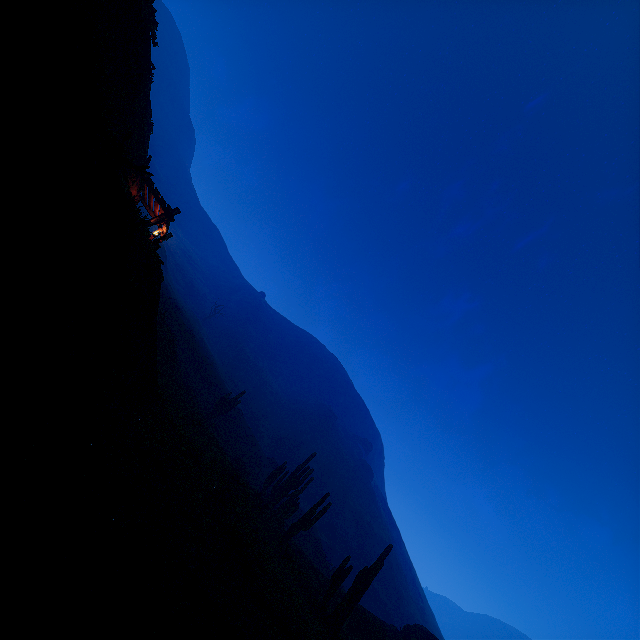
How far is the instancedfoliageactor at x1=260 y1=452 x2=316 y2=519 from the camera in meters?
22.9

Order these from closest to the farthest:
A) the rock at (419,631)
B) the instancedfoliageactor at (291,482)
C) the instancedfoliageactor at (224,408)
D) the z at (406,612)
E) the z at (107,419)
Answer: the z at (107,419)
the rock at (419,631)
the instancedfoliageactor at (291,482)
the instancedfoliageactor at (224,408)
the z at (406,612)

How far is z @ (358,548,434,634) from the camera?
43.0m

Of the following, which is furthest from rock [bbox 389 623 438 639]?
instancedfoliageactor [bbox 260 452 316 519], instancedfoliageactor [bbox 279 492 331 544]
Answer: instancedfoliageactor [bbox 260 452 316 519]

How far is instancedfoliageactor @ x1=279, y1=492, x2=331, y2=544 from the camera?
17.52m

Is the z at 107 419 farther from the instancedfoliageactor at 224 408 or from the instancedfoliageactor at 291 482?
the instancedfoliageactor at 224 408

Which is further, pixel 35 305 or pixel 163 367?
pixel 163 367

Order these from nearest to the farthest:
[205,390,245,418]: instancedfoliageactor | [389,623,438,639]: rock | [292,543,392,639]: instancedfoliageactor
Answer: [292,543,392,639]: instancedfoliageactor
[389,623,438,639]: rock
[205,390,245,418]: instancedfoliageactor
